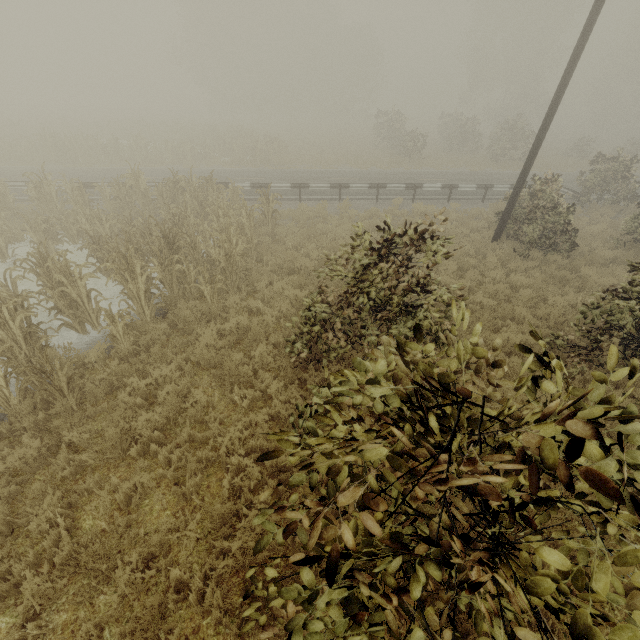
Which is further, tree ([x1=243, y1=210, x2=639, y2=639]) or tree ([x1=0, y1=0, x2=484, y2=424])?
tree ([x1=0, y1=0, x2=484, y2=424])

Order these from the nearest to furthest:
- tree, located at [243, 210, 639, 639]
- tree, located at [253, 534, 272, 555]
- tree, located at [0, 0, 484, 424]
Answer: tree, located at [243, 210, 639, 639] < tree, located at [253, 534, 272, 555] < tree, located at [0, 0, 484, 424]

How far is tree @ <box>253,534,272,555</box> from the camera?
2.4m

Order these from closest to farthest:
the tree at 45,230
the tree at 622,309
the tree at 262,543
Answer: the tree at 622,309 → the tree at 262,543 → the tree at 45,230

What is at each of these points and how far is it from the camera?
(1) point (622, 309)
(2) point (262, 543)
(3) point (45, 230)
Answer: (1) tree, 5.82m
(2) tree, 2.47m
(3) tree, 11.44m

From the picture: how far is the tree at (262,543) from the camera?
2.4 meters

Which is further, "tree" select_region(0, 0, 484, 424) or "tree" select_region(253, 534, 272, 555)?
"tree" select_region(0, 0, 484, 424)
